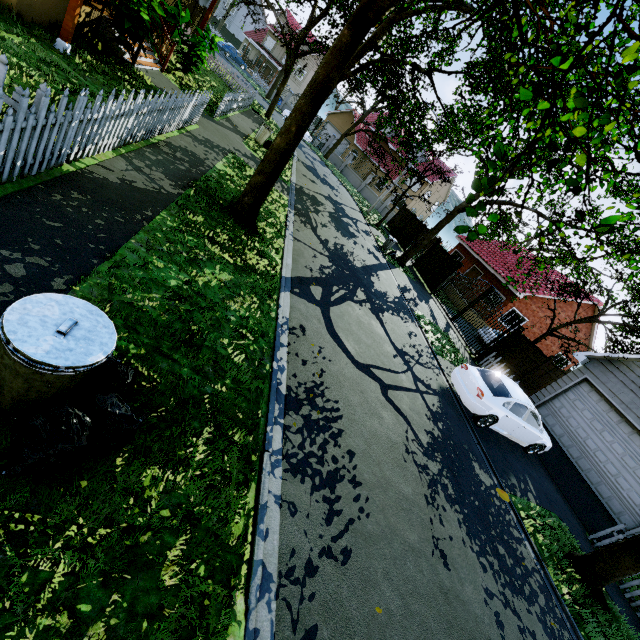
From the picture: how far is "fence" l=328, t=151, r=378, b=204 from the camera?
36.5m

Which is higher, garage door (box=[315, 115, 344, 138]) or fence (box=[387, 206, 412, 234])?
garage door (box=[315, 115, 344, 138])

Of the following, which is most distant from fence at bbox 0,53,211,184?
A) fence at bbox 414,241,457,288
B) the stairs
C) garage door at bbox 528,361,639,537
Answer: fence at bbox 414,241,457,288

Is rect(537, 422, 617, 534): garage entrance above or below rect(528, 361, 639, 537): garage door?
below

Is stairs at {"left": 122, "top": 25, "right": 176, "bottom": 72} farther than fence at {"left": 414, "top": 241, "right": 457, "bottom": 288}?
No

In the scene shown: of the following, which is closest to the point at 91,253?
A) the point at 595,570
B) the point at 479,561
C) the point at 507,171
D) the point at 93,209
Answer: the point at 93,209

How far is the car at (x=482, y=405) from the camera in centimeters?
959cm

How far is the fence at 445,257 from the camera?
21.05m
